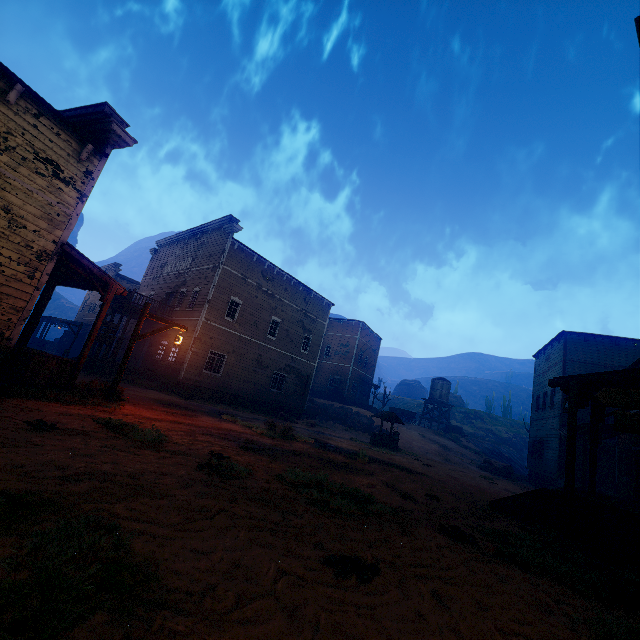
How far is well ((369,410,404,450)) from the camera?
20.66m

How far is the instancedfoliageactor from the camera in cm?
2376

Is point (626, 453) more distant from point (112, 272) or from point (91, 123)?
point (112, 272)

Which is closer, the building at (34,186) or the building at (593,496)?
the building at (593,496)

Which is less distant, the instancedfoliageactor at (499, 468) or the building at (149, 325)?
the instancedfoliageactor at (499, 468)

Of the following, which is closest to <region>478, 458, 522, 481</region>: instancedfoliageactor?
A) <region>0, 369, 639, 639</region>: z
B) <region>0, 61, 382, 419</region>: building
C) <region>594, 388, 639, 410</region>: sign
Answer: <region>0, 369, 639, 639</region>: z

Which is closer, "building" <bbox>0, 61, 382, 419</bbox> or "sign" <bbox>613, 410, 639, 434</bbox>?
"sign" <bbox>613, 410, 639, 434</bbox>

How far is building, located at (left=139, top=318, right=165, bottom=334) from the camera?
24.65m
